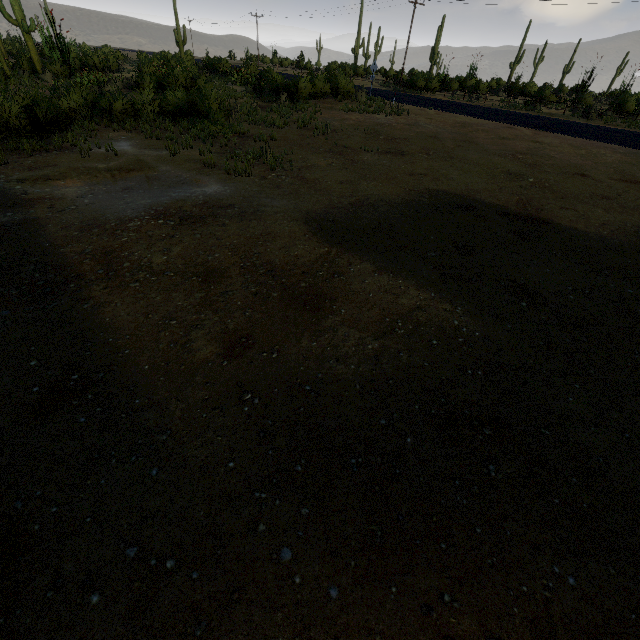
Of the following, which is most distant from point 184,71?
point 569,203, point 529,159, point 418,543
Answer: point 418,543
